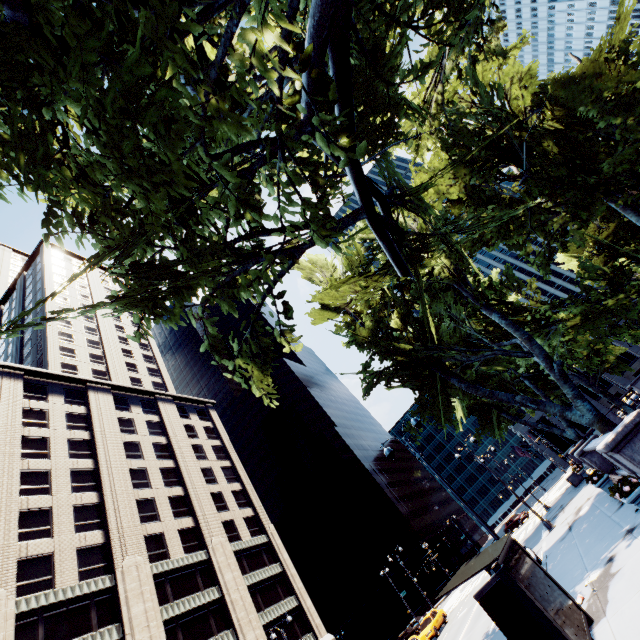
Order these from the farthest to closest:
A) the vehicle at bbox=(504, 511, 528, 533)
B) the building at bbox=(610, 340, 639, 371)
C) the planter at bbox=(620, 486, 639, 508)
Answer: the building at bbox=(610, 340, 639, 371), the vehicle at bbox=(504, 511, 528, 533), the planter at bbox=(620, 486, 639, 508)

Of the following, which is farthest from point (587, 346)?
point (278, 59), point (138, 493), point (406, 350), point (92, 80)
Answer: point (138, 493)

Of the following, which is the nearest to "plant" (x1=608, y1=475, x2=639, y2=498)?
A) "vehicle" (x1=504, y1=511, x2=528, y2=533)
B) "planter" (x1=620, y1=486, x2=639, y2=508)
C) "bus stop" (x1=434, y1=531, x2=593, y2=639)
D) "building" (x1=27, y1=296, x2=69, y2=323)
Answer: "planter" (x1=620, y1=486, x2=639, y2=508)

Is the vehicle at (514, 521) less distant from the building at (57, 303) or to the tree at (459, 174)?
the tree at (459, 174)

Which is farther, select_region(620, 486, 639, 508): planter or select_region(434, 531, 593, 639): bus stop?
select_region(620, 486, 639, 508): planter

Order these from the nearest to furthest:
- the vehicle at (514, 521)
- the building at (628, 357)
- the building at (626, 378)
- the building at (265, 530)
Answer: the building at (265, 530) → the vehicle at (514, 521) → the building at (626, 378) → the building at (628, 357)

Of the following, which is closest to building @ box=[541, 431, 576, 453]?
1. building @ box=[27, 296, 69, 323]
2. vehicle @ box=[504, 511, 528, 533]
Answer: vehicle @ box=[504, 511, 528, 533]

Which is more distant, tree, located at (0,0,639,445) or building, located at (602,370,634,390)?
building, located at (602,370,634,390)
